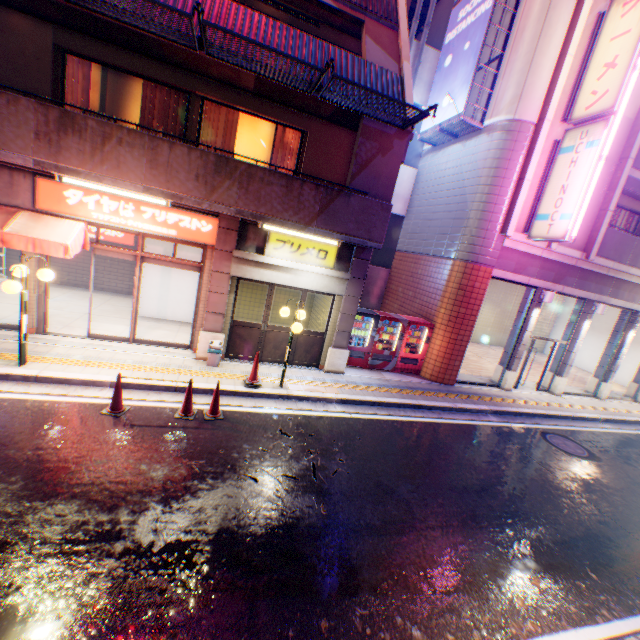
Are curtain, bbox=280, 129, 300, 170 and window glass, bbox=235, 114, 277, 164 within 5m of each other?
yes

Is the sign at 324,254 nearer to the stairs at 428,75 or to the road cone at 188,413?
the road cone at 188,413

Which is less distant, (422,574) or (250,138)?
(422,574)

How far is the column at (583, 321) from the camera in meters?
13.1

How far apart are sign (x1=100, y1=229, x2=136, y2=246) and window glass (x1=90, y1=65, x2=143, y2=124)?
5.8m

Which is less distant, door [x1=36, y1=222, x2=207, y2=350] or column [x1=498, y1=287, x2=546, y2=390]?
door [x1=36, y1=222, x2=207, y2=350]

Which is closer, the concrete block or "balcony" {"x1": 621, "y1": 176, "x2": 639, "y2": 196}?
the concrete block

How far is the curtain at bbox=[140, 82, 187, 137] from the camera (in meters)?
8.02
